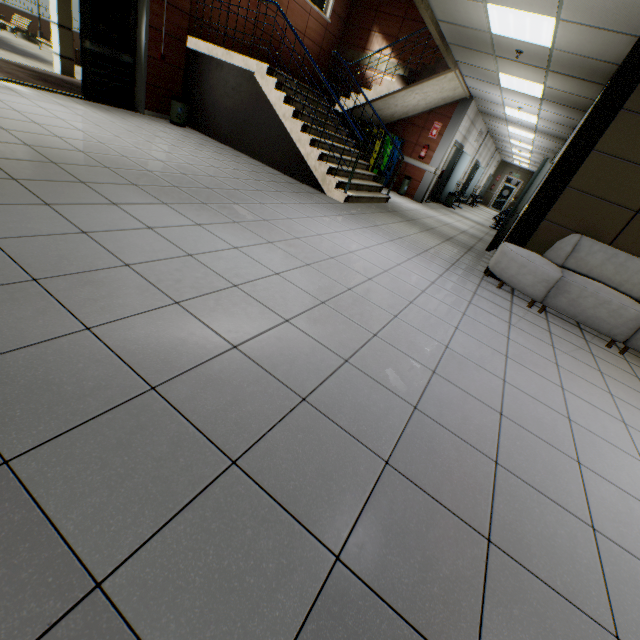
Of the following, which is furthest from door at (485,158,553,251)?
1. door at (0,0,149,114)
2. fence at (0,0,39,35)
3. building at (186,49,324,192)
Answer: fence at (0,0,39,35)

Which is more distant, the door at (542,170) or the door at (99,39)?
the door at (542,170)

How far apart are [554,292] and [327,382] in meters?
4.1 m

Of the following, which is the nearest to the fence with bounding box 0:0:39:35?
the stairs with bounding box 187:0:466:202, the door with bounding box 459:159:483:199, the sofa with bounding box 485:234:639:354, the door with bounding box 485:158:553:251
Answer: the stairs with bounding box 187:0:466:202

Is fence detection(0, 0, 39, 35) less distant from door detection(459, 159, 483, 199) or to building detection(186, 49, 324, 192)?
building detection(186, 49, 324, 192)

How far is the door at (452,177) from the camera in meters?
11.8

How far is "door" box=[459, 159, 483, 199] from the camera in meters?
16.9 m

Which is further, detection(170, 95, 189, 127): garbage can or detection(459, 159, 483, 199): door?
detection(459, 159, 483, 199): door
